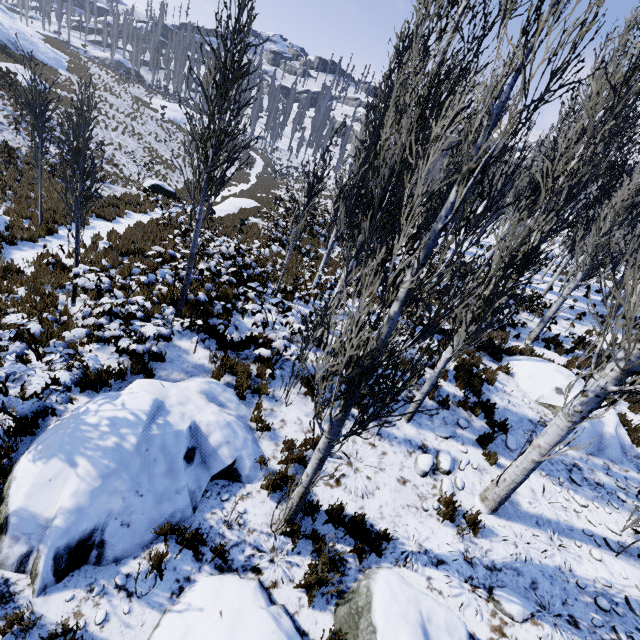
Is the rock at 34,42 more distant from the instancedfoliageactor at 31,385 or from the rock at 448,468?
the rock at 448,468

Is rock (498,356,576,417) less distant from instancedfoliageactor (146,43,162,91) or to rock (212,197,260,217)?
instancedfoliageactor (146,43,162,91)

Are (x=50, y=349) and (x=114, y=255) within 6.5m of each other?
yes

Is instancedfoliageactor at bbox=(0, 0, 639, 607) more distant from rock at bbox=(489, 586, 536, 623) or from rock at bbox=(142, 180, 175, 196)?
rock at bbox=(142, 180, 175, 196)

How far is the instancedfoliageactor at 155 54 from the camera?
48.7 meters

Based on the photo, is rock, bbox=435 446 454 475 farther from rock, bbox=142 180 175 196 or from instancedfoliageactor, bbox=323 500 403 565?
rock, bbox=142 180 175 196

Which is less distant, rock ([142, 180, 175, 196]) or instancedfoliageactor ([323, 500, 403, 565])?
instancedfoliageactor ([323, 500, 403, 565])

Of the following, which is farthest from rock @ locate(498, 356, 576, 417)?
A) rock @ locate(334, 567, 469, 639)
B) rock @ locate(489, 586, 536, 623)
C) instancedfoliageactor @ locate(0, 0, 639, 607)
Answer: rock @ locate(334, 567, 469, 639)
